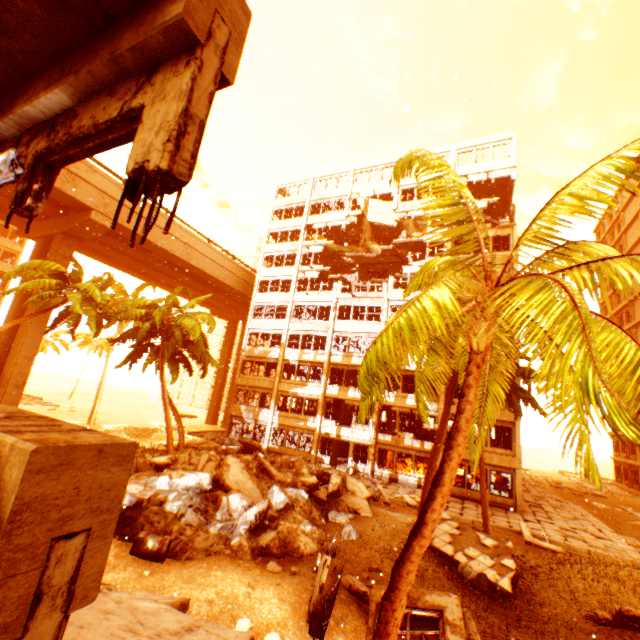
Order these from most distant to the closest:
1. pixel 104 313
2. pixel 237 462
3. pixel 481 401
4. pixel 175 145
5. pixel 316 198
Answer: pixel 316 198 → pixel 104 313 → pixel 237 462 → pixel 481 401 → pixel 175 145

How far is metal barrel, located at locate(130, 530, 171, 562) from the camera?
8.1m

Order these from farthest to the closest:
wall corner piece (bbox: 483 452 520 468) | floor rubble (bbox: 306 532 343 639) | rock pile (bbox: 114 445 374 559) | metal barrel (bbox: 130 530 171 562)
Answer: wall corner piece (bbox: 483 452 520 468)
rock pile (bbox: 114 445 374 559)
metal barrel (bbox: 130 530 171 562)
floor rubble (bbox: 306 532 343 639)

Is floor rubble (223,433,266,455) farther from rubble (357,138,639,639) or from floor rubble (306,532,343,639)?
floor rubble (306,532,343,639)

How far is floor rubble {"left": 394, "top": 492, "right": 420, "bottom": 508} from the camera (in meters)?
18.73

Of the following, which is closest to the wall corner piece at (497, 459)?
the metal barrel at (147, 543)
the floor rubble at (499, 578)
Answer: the floor rubble at (499, 578)

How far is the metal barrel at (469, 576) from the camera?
10.29m

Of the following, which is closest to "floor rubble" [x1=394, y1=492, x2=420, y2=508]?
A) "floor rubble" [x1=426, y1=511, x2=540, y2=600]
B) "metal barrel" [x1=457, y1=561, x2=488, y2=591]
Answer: "floor rubble" [x1=426, y1=511, x2=540, y2=600]
